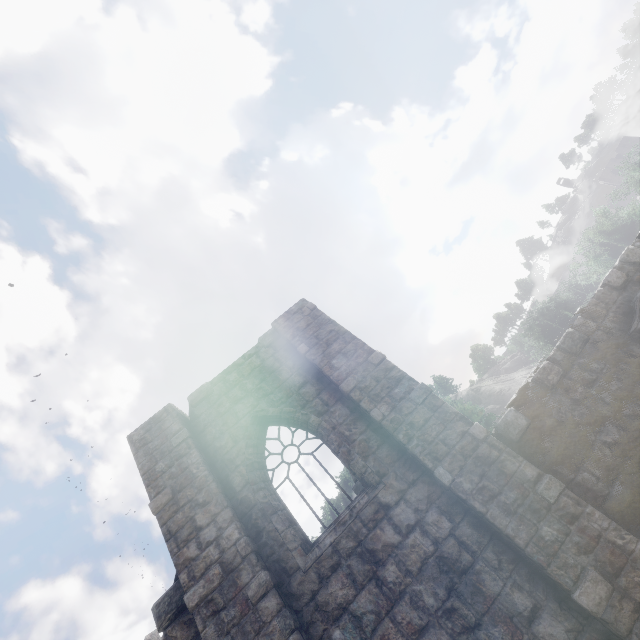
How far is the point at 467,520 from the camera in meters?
5.7
